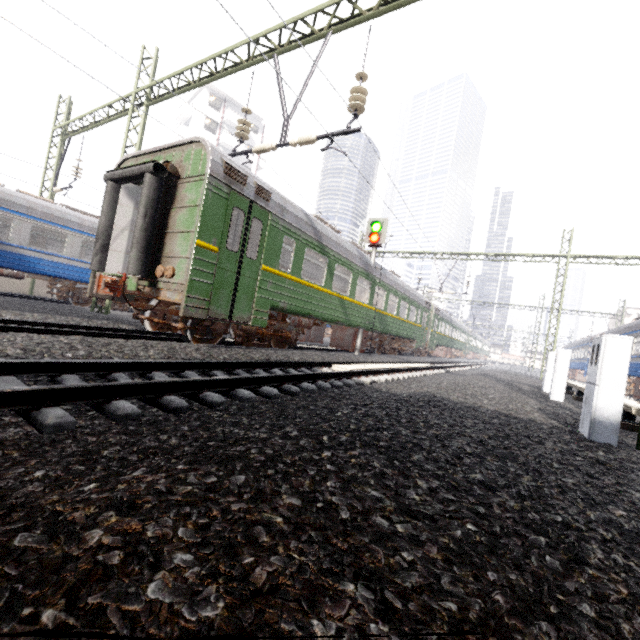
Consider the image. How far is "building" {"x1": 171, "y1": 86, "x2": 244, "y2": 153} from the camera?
40.03m

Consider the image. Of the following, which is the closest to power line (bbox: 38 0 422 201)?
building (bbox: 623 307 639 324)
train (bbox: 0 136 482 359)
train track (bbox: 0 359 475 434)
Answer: train (bbox: 0 136 482 359)

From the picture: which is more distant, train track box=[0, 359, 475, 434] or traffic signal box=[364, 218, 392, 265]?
traffic signal box=[364, 218, 392, 265]

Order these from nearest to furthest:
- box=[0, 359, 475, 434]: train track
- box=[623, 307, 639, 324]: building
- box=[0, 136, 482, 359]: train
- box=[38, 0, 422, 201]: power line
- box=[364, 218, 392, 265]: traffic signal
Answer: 1. box=[0, 359, 475, 434]: train track
2. box=[0, 136, 482, 359]: train
3. box=[38, 0, 422, 201]: power line
4. box=[364, 218, 392, 265]: traffic signal
5. box=[623, 307, 639, 324]: building

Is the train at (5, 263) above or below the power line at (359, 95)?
below

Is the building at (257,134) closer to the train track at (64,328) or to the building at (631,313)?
the train track at (64,328)

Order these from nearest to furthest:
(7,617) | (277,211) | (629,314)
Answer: (7,617), (277,211), (629,314)
